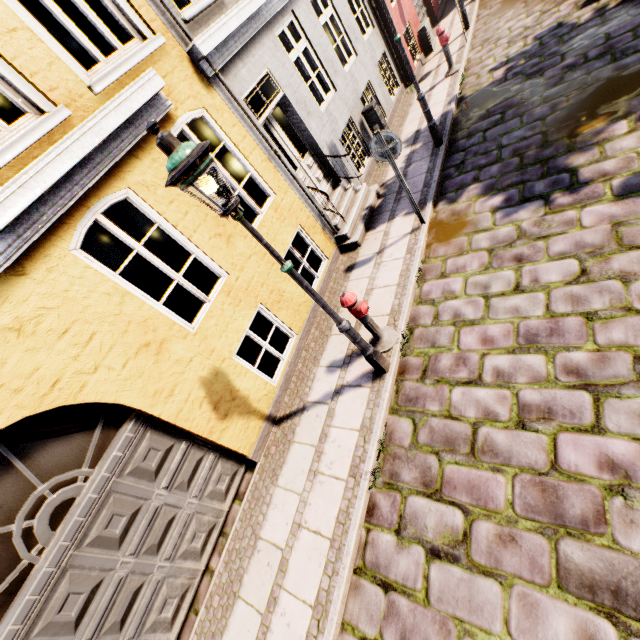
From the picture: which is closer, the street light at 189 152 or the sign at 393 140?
the street light at 189 152

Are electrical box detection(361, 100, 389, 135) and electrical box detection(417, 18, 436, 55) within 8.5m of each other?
yes

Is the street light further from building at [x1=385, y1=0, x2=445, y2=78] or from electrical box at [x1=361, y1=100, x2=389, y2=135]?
electrical box at [x1=361, y1=100, x2=389, y2=135]

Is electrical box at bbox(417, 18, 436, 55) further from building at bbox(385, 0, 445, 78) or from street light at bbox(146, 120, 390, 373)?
street light at bbox(146, 120, 390, 373)

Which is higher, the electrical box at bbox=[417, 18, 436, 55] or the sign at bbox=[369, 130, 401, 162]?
the sign at bbox=[369, 130, 401, 162]

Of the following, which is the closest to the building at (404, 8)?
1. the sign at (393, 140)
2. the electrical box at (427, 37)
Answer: the electrical box at (427, 37)

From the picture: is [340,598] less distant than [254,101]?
Yes

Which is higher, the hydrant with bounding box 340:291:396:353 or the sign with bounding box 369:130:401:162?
the sign with bounding box 369:130:401:162
